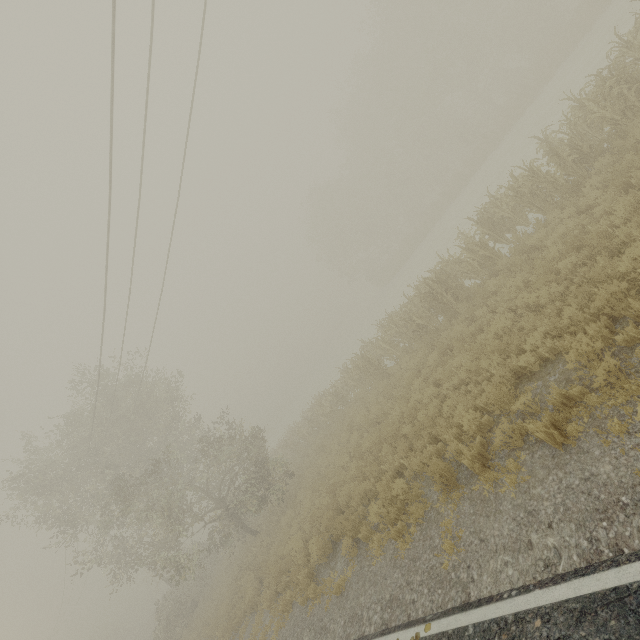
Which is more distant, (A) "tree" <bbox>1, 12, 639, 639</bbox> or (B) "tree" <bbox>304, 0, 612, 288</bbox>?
(B) "tree" <bbox>304, 0, 612, 288</bbox>

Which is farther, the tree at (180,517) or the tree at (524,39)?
the tree at (524,39)

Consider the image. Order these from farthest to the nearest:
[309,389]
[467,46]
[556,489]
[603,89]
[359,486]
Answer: [309,389], [467,46], [359,486], [603,89], [556,489]
